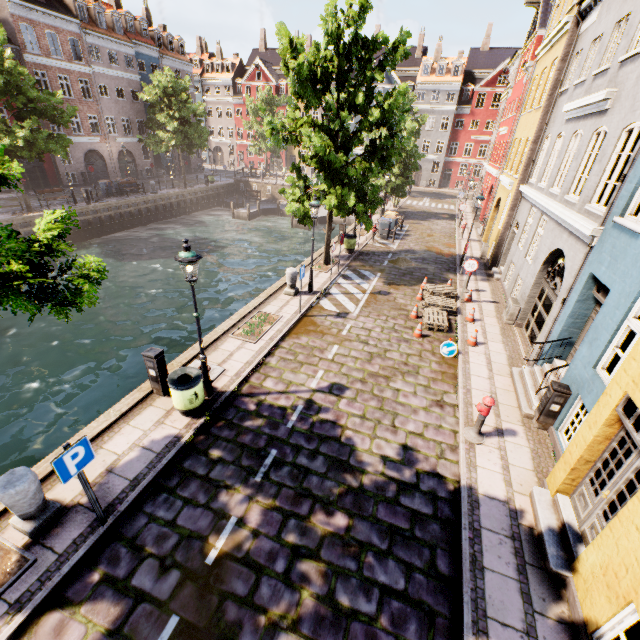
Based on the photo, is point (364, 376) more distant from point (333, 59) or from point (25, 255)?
point (333, 59)

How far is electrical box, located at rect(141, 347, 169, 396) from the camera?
7.5m

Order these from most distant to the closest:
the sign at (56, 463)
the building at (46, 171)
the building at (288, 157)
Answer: the building at (288, 157), the building at (46, 171), the sign at (56, 463)

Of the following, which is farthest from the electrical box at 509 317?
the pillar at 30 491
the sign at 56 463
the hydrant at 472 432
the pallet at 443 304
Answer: the pillar at 30 491

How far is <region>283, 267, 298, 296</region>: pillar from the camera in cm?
1309

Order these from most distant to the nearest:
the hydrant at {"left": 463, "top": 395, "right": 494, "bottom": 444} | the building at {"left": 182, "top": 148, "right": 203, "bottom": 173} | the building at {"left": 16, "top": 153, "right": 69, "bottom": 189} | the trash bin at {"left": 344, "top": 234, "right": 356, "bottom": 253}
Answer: the building at {"left": 182, "top": 148, "right": 203, "bottom": 173}, the building at {"left": 16, "top": 153, "right": 69, "bottom": 189}, the trash bin at {"left": 344, "top": 234, "right": 356, "bottom": 253}, the hydrant at {"left": 463, "top": 395, "right": 494, "bottom": 444}

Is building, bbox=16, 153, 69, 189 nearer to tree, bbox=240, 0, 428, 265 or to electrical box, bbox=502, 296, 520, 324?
tree, bbox=240, 0, 428, 265

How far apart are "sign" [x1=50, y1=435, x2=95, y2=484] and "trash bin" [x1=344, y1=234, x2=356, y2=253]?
16.0 meters
